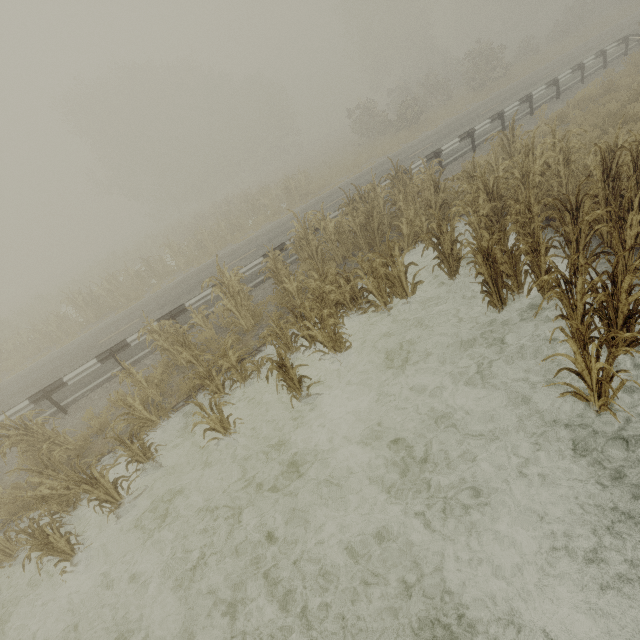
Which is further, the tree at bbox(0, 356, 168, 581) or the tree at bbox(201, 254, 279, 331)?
the tree at bbox(201, 254, 279, 331)

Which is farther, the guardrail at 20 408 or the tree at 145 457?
the guardrail at 20 408

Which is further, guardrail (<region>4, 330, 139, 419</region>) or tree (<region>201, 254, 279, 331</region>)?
guardrail (<region>4, 330, 139, 419</region>)

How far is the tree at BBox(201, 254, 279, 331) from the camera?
8.2m

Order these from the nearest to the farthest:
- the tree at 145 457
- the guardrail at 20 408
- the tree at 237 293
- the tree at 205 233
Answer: the tree at 205 233, the tree at 145 457, the tree at 237 293, the guardrail at 20 408

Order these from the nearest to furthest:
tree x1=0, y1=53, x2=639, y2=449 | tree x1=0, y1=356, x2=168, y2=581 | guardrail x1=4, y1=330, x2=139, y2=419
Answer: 1. tree x1=0, y1=53, x2=639, y2=449
2. tree x1=0, y1=356, x2=168, y2=581
3. guardrail x1=4, y1=330, x2=139, y2=419

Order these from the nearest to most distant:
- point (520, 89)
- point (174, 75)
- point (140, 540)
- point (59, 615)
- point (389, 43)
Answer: point (59, 615) → point (140, 540) → point (520, 89) → point (174, 75) → point (389, 43)
